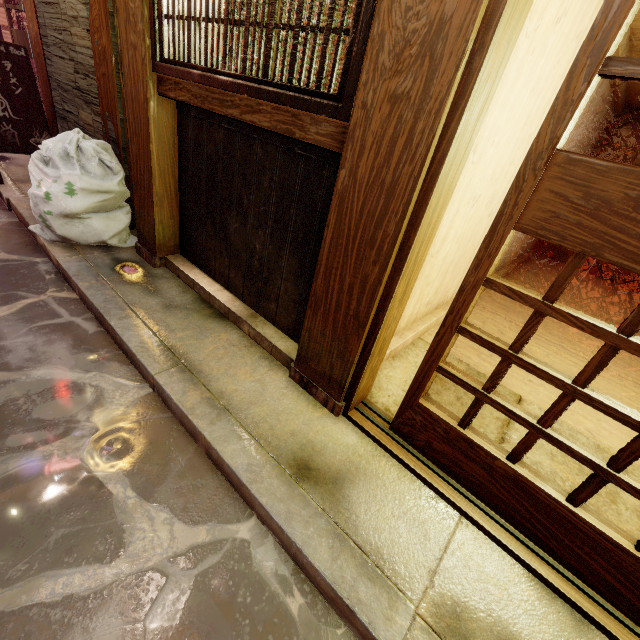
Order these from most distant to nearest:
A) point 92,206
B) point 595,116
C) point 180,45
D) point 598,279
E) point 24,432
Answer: point 598,279
point 595,116
point 92,206
point 180,45
point 24,432

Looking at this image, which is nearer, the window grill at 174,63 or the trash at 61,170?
the window grill at 174,63

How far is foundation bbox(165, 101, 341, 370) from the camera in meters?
3.7 m

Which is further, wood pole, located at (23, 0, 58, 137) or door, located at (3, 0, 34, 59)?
door, located at (3, 0, 34, 59)

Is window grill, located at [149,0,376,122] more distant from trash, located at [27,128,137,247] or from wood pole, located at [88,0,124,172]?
trash, located at [27,128,137,247]

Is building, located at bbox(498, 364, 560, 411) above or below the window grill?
below

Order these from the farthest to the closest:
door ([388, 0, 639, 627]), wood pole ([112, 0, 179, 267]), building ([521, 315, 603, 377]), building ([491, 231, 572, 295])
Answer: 1. building ([491, 231, 572, 295])
2. building ([521, 315, 603, 377])
3. wood pole ([112, 0, 179, 267])
4. door ([388, 0, 639, 627])

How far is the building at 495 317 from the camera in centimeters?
673cm
